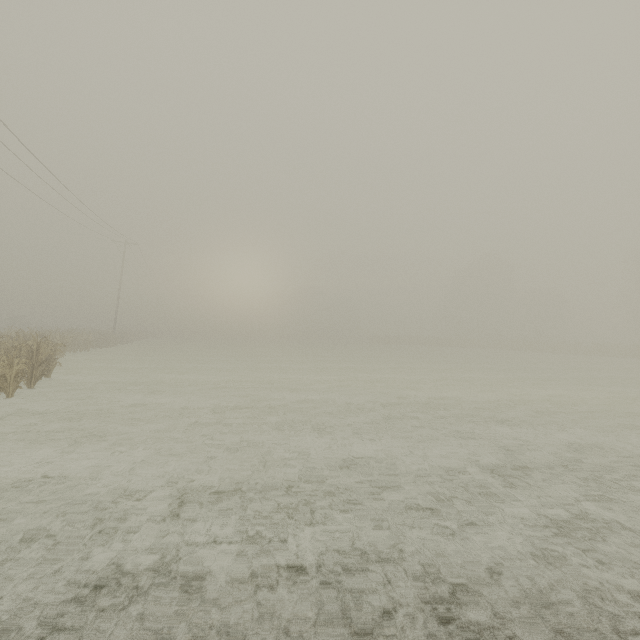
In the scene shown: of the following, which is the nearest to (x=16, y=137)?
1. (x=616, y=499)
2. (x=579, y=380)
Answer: (x=616, y=499)
